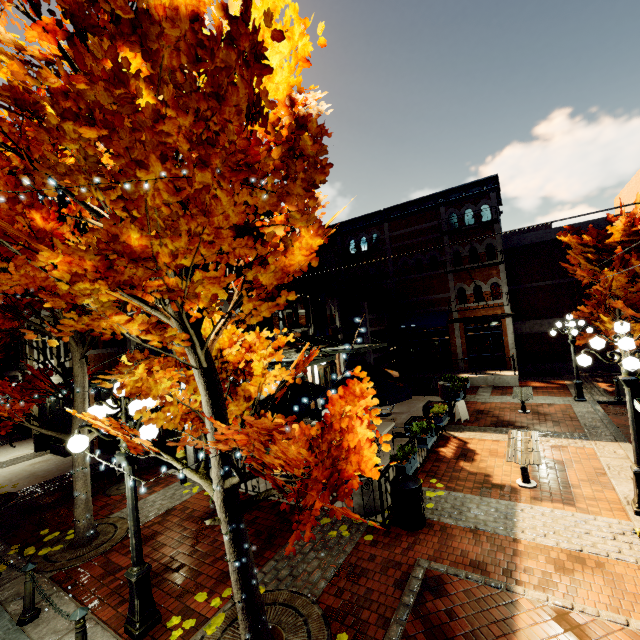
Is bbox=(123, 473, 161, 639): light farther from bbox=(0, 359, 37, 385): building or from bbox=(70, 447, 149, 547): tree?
bbox=(0, 359, 37, 385): building

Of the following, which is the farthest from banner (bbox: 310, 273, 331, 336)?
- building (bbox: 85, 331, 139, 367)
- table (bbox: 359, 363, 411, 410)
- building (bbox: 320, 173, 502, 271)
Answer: building (bbox: 320, 173, 502, 271)

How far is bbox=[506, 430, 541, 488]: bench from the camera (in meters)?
7.49

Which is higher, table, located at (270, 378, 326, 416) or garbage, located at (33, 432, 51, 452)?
table, located at (270, 378, 326, 416)

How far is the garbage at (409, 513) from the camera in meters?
6.3

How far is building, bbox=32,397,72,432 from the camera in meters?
14.3

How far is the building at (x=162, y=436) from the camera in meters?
10.7

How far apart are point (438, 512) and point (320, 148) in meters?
7.4 m
